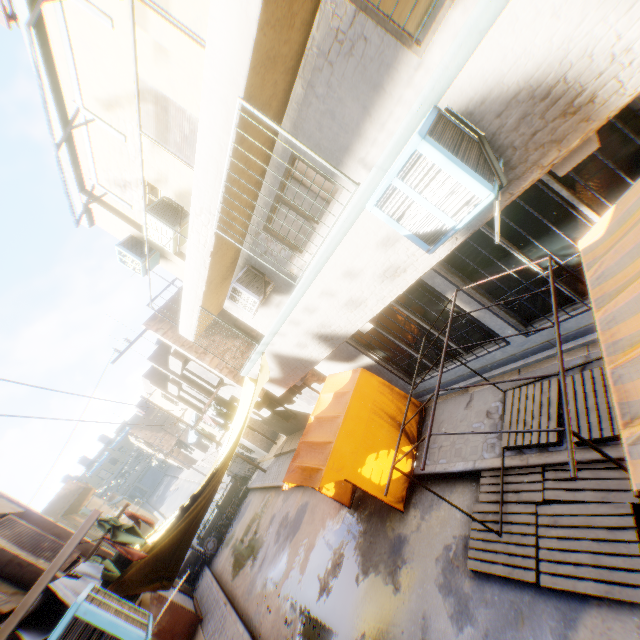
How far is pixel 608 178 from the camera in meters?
4.1

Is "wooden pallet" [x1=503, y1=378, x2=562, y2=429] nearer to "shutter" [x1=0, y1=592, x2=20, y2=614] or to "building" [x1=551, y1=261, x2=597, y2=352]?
"building" [x1=551, y1=261, x2=597, y2=352]

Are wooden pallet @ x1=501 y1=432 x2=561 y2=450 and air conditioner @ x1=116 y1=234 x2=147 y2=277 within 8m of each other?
no

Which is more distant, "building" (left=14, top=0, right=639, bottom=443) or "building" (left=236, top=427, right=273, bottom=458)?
"building" (left=236, top=427, right=273, bottom=458)

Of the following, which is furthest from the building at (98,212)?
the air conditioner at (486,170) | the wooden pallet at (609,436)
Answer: the wooden pallet at (609,436)

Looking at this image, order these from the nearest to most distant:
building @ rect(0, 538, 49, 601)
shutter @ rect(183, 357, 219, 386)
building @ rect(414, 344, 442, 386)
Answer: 1. building @ rect(0, 538, 49, 601)
2. building @ rect(414, 344, 442, 386)
3. shutter @ rect(183, 357, 219, 386)

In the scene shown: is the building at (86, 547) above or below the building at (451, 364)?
above

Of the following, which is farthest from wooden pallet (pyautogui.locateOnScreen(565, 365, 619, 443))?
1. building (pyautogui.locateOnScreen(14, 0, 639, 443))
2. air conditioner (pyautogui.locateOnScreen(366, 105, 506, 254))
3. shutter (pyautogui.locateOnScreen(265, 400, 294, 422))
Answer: shutter (pyautogui.locateOnScreen(265, 400, 294, 422))
